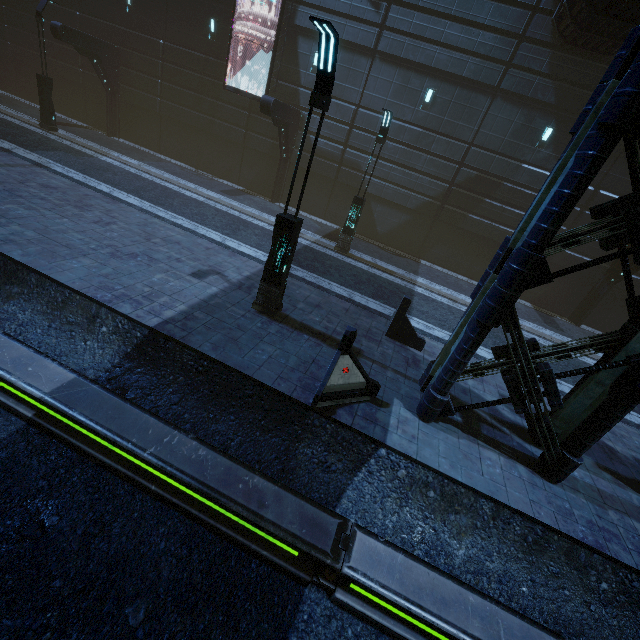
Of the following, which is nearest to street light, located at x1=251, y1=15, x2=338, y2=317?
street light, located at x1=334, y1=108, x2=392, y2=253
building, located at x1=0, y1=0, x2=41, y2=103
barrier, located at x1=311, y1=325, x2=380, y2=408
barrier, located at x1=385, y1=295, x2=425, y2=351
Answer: barrier, located at x1=311, y1=325, x2=380, y2=408

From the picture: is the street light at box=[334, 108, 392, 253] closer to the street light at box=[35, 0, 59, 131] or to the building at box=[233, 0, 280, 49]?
the building at box=[233, 0, 280, 49]

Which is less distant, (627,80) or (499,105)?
(627,80)

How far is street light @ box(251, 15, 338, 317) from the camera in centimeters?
539cm

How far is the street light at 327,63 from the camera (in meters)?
5.39

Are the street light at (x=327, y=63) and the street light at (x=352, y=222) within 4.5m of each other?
no

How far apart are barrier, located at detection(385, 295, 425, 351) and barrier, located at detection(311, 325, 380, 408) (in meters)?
2.76

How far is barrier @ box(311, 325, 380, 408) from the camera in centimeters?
604cm
